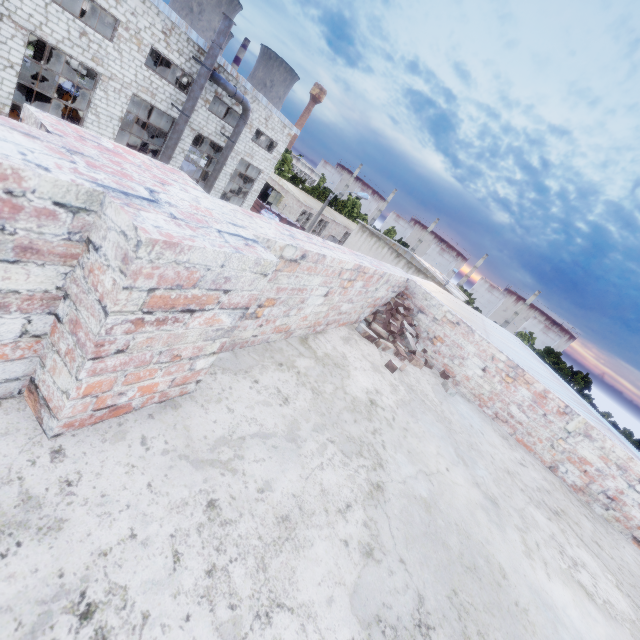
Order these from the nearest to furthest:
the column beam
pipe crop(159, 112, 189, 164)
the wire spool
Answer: pipe crop(159, 112, 189, 164) < the wire spool < the column beam

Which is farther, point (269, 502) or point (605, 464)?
point (605, 464)

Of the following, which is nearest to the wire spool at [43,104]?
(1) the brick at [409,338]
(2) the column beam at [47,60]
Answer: (2) the column beam at [47,60]

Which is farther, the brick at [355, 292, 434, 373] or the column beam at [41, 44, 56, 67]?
the column beam at [41, 44, 56, 67]

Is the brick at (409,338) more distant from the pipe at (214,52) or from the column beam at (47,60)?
the column beam at (47,60)

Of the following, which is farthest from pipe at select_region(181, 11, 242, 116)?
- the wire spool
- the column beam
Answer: the column beam

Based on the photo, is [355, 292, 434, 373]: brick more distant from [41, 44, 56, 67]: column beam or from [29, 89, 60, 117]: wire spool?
[41, 44, 56, 67]: column beam

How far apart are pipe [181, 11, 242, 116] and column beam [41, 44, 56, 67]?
18.0m
